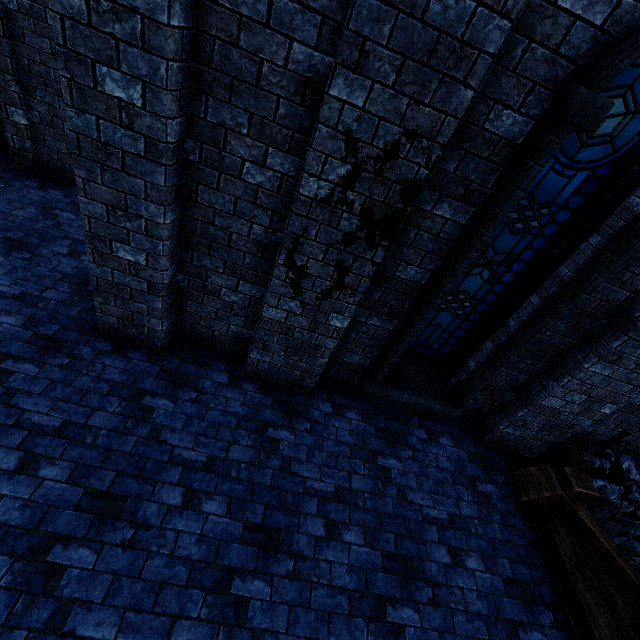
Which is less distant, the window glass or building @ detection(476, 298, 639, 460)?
the window glass

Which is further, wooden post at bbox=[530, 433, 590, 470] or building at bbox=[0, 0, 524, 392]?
wooden post at bbox=[530, 433, 590, 470]

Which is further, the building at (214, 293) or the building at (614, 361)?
the building at (614, 361)

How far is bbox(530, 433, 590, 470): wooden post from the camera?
4.75m

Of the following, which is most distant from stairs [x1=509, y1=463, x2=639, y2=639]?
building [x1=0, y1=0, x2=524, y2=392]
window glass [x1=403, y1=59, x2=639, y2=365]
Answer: window glass [x1=403, y1=59, x2=639, y2=365]

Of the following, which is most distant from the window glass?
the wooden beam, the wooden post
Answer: the wooden post

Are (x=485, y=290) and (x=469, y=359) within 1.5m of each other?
yes

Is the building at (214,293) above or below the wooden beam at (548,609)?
above
